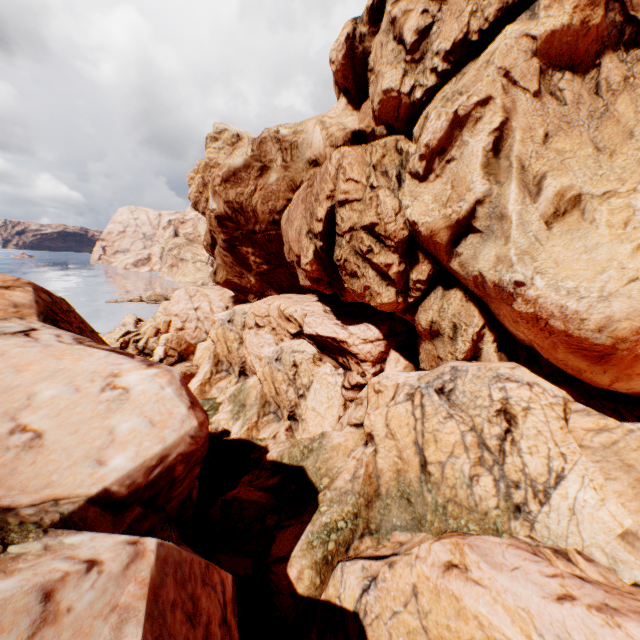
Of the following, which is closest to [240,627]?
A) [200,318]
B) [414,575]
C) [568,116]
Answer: [414,575]
